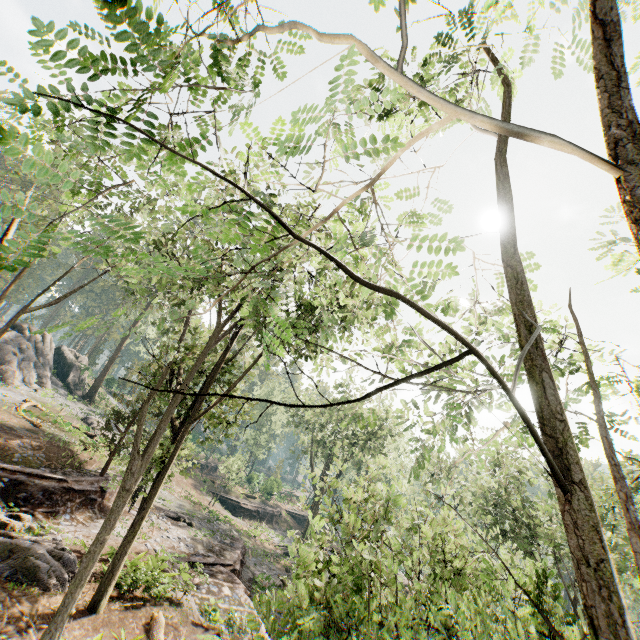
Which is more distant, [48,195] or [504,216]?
[48,195]

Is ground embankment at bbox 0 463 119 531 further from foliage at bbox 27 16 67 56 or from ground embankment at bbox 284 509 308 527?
ground embankment at bbox 284 509 308 527

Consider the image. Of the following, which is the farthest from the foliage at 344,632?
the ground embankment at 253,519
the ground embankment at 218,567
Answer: the ground embankment at 253,519

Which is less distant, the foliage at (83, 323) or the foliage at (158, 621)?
the foliage at (83, 323)

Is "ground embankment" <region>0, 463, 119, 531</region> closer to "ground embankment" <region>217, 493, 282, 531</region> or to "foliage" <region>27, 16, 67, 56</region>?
"foliage" <region>27, 16, 67, 56</region>

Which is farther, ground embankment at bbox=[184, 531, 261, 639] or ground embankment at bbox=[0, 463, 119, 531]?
ground embankment at bbox=[0, 463, 119, 531]

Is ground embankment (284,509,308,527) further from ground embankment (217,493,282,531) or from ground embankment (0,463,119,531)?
ground embankment (0,463,119,531)

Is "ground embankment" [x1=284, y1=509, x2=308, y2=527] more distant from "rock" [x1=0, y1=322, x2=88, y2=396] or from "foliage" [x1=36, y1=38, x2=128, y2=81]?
"rock" [x1=0, y1=322, x2=88, y2=396]
